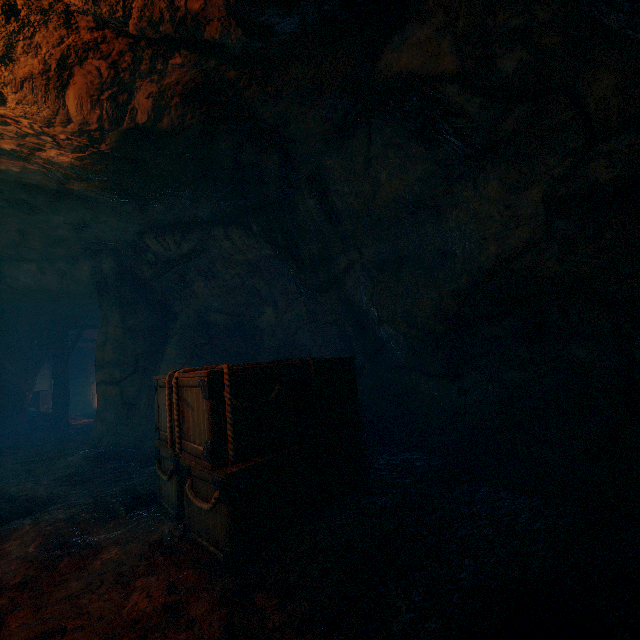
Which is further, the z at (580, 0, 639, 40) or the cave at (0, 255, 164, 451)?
the cave at (0, 255, 164, 451)

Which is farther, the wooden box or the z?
the wooden box

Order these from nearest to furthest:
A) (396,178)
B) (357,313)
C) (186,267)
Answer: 1. (396,178)
2. (357,313)
3. (186,267)

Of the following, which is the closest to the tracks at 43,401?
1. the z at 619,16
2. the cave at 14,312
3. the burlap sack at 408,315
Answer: the cave at 14,312

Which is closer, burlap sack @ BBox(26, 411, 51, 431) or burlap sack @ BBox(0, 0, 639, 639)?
burlap sack @ BBox(0, 0, 639, 639)

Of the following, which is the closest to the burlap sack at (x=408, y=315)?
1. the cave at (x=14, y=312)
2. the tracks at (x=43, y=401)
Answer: the cave at (x=14, y=312)

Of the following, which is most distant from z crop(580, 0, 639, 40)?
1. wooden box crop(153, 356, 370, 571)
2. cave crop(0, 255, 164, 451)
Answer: cave crop(0, 255, 164, 451)

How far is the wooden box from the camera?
2.9 meters
